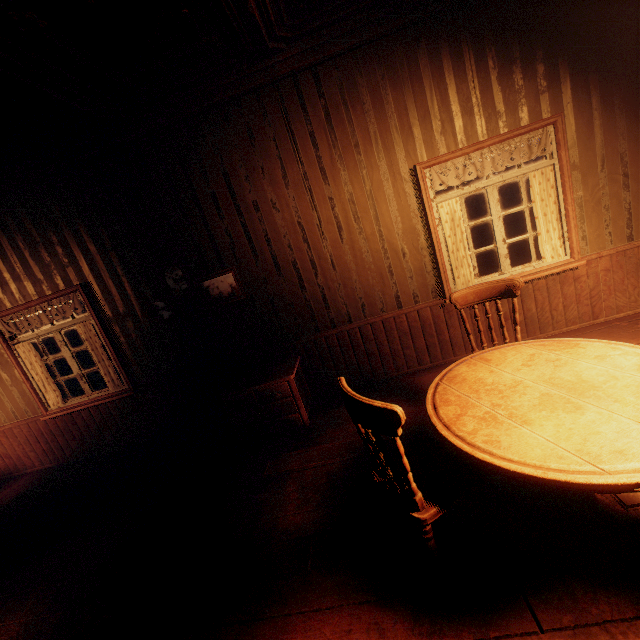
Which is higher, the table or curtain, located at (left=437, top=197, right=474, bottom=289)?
curtain, located at (left=437, top=197, right=474, bottom=289)

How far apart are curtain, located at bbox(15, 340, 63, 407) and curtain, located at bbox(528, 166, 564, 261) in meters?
6.7 m

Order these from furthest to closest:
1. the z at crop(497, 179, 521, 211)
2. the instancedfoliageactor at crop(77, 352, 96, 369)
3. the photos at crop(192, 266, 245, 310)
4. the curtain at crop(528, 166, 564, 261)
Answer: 1. the z at crop(497, 179, 521, 211)
2. the instancedfoliageactor at crop(77, 352, 96, 369)
3. the photos at crop(192, 266, 245, 310)
4. the curtain at crop(528, 166, 564, 261)

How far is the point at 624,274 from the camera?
3.8 meters

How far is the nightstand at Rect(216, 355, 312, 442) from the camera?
3.7m

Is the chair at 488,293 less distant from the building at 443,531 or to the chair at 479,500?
the building at 443,531

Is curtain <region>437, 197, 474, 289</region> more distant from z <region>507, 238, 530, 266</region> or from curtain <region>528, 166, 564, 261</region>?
z <region>507, 238, 530, 266</region>

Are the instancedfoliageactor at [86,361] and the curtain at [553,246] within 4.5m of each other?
no
